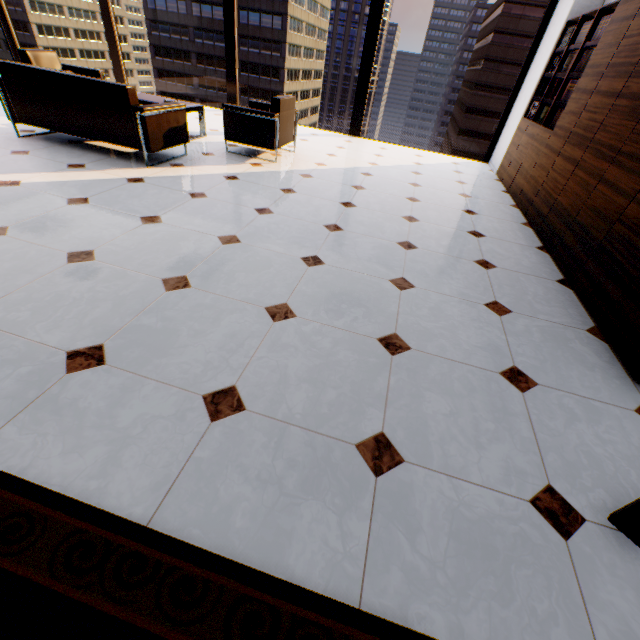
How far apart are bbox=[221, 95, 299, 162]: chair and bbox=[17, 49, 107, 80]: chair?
2.60m

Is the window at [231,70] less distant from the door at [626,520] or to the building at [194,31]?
the door at [626,520]

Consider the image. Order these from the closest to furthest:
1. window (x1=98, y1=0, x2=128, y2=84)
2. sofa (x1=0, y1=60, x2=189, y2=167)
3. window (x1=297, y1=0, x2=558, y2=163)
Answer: sofa (x1=0, y1=60, x2=189, y2=167) < window (x1=297, y1=0, x2=558, y2=163) < window (x1=98, y1=0, x2=128, y2=84)

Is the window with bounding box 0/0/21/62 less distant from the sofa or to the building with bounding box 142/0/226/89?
the sofa

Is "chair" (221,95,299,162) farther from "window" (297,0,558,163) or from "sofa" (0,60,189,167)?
"window" (297,0,558,163)

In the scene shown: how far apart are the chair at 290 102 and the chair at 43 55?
2.6m

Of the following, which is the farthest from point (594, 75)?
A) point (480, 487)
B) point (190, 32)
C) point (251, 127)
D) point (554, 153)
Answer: point (190, 32)

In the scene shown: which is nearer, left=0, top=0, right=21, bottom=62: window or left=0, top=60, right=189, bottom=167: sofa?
left=0, top=60, right=189, bottom=167: sofa
